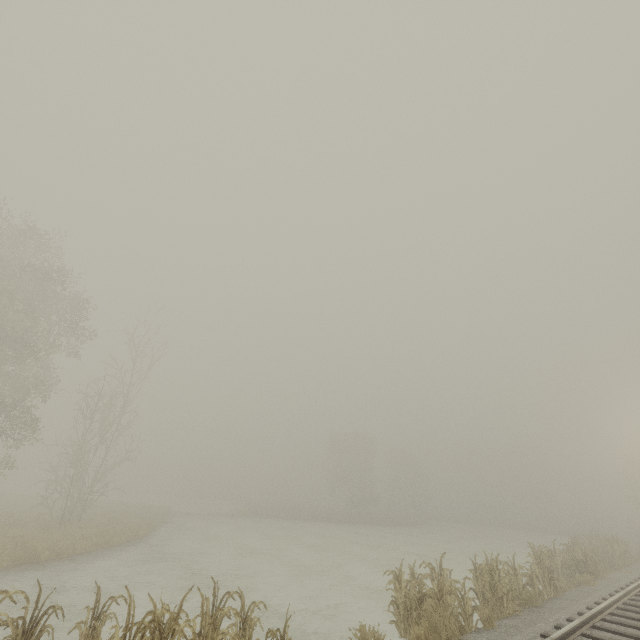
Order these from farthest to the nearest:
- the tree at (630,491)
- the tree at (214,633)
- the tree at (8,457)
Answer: the tree at (630,491) → the tree at (8,457) → the tree at (214,633)

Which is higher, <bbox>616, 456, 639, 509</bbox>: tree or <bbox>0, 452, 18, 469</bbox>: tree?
<bbox>616, 456, 639, 509</bbox>: tree

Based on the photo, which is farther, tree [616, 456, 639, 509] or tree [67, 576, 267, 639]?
tree [616, 456, 639, 509]

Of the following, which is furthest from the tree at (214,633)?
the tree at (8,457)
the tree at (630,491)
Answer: the tree at (630,491)

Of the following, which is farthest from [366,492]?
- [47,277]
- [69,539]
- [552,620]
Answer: [47,277]

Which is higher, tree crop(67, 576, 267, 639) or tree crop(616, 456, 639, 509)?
tree crop(616, 456, 639, 509)

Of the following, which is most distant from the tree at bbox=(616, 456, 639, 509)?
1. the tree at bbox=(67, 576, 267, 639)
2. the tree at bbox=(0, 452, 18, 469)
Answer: the tree at bbox=(0, 452, 18, 469)

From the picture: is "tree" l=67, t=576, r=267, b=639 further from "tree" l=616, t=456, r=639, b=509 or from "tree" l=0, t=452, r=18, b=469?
"tree" l=616, t=456, r=639, b=509
